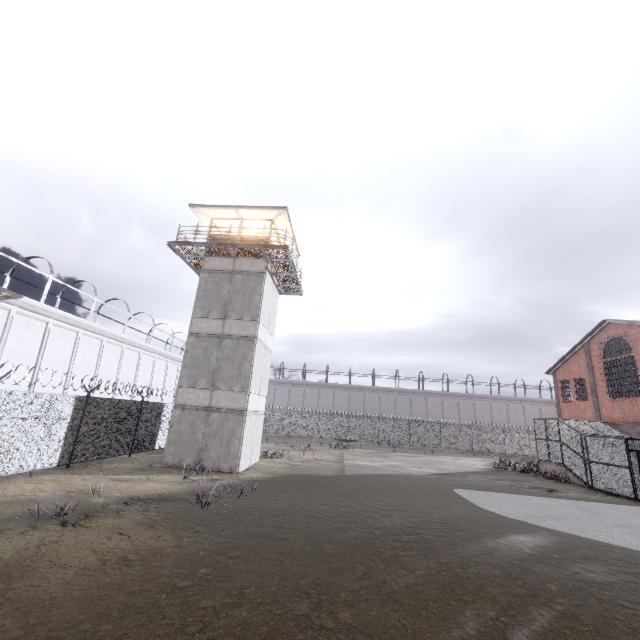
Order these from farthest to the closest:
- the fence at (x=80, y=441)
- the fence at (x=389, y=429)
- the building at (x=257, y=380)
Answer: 1. the fence at (x=389, y=429)
2. the building at (x=257, y=380)
3. the fence at (x=80, y=441)

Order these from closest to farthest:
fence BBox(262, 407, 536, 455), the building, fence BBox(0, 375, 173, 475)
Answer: fence BBox(0, 375, 173, 475) < the building < fence BBox(262, 407, 536, 455)

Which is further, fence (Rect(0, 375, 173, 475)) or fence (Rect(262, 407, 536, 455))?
fence (Rect(262, 407, 536, 455))

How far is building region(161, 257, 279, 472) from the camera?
16.5m

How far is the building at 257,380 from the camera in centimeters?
1655cm

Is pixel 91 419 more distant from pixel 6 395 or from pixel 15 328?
pixel 15 328

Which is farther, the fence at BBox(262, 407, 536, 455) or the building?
the fence at BBox(262, 407, 536, 455)
